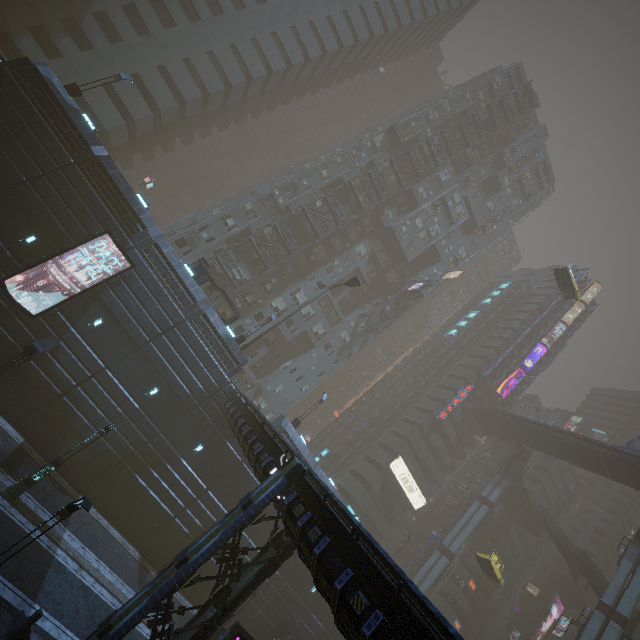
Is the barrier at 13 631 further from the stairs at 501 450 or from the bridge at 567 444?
the stairs at 501 450

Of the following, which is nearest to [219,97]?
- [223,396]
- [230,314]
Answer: [230,314]

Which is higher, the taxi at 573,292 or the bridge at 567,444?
the taxi at 573,292

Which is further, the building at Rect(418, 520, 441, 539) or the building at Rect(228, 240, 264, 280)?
the building at Rect(418, 520, 441, 539)

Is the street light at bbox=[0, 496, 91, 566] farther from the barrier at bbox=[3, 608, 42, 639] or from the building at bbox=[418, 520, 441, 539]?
the building at bbox=[418, 520, 441, 539]

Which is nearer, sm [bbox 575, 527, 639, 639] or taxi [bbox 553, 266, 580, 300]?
sm [bbox 575, 527, 639, 639]

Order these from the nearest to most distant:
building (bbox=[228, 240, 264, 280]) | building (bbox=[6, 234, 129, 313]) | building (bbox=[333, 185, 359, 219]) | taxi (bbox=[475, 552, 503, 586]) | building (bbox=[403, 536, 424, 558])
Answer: building (bbox=[6, 234, 129, 313])
taxi (bbox=[475, 552, 503, 586])
building (bbox=[228, 240, 264, 280])
building (bbox=[333, 185, 359, 219])
building (bbox=[403, 536, 424, 558])

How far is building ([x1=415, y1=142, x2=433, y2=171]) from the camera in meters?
51.1 m
